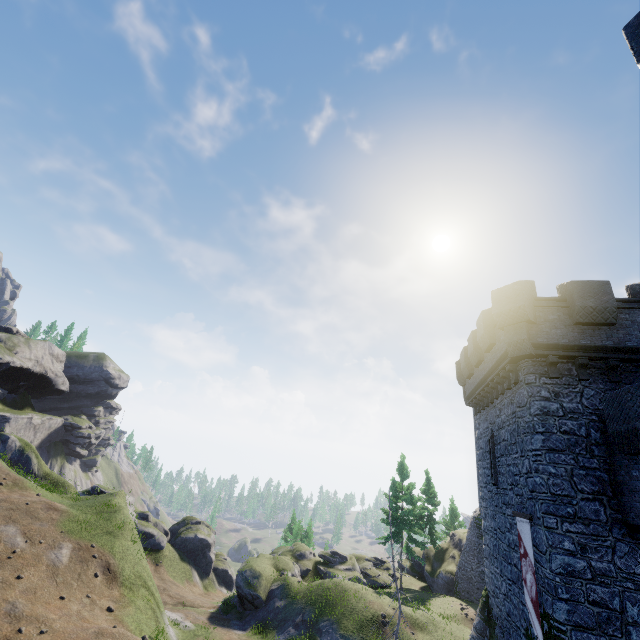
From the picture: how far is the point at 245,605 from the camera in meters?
24.5

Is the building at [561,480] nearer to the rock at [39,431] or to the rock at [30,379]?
the rock at [30,379]

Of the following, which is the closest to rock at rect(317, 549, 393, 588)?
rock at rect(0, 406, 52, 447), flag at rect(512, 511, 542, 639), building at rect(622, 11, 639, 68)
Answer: building at rect(622, 11, 639, 68)

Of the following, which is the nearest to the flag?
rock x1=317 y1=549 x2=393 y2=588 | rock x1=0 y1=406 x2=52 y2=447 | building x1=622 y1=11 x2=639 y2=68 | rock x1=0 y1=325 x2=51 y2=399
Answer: building x1=622 y1=11 x2=639 y2=68

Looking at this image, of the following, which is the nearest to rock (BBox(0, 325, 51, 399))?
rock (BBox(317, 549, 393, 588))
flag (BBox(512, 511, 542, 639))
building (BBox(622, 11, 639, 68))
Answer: rock (BBox(317, 549, 393, 588))

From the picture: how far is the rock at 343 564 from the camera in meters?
31.0

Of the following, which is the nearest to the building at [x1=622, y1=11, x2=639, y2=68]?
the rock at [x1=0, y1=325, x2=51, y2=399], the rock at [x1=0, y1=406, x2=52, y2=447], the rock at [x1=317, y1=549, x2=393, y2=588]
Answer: the rock at [x1=317, y1=549, x2=393, y2=588]
